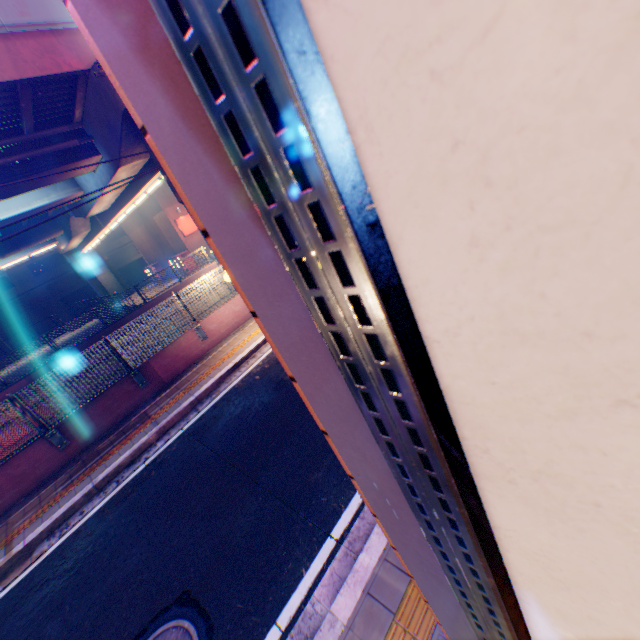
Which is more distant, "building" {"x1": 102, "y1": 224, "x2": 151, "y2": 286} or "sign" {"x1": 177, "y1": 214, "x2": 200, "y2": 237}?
"building" {"x1": 102, "y1": 224, "x2": 151, "y2": 286}

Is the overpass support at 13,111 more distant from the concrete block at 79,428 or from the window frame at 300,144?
the window frame at 300,144

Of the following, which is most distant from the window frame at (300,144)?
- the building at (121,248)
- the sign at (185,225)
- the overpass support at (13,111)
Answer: the building at (121,248)

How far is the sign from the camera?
28.2 meters

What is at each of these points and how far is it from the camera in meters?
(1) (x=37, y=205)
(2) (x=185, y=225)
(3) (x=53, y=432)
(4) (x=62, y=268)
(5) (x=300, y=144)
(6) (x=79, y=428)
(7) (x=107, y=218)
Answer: (1) overpass support, 16.2 m
(2) sign, 28.4 m
(3) metal fence, 8.1 m
(4) building, 42.1 m
(5) window frame, 0.3 m
(6) concrete block, 8.5 m
(7) overpass support, 22.4 m

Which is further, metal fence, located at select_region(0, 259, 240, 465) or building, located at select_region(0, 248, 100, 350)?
building, located at select_region(0, 248, 100, 350)

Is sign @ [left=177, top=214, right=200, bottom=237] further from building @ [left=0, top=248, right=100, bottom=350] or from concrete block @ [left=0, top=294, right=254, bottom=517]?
building @ [left=0, top=248, right=100, bottom=350]

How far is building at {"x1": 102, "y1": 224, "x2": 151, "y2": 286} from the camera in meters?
46.1 m
